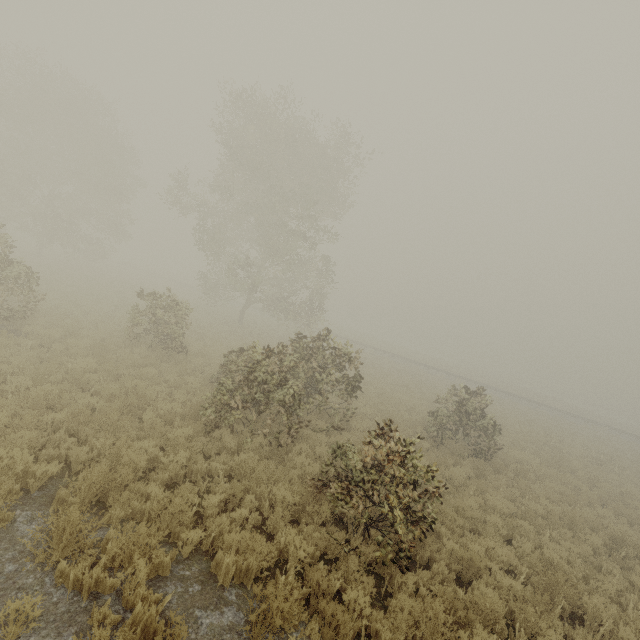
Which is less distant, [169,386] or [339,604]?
[339,604]
